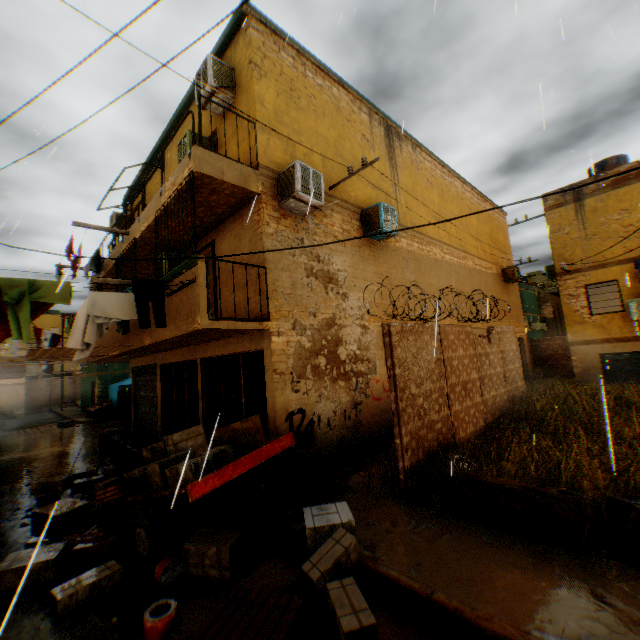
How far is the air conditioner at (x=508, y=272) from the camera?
18.0m

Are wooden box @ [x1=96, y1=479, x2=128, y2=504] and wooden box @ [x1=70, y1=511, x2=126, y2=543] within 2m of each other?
yes

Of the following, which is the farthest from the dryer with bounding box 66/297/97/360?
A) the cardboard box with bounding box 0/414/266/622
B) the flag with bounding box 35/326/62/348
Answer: the flag with bounding box 35/326/62/348

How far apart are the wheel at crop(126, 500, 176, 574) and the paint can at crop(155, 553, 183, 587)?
0.0m

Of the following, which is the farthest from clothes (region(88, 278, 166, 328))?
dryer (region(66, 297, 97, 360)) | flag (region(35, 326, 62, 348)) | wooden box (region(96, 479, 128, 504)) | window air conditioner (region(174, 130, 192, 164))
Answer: flag (region(35, 326, 62, 348))

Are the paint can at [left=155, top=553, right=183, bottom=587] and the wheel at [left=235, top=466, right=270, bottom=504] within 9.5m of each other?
yes

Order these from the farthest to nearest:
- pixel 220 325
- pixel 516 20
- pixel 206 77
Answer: pixel 206 77
pixel 220 325
pixel 516 20

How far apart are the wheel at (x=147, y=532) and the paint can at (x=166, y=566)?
0.0m
